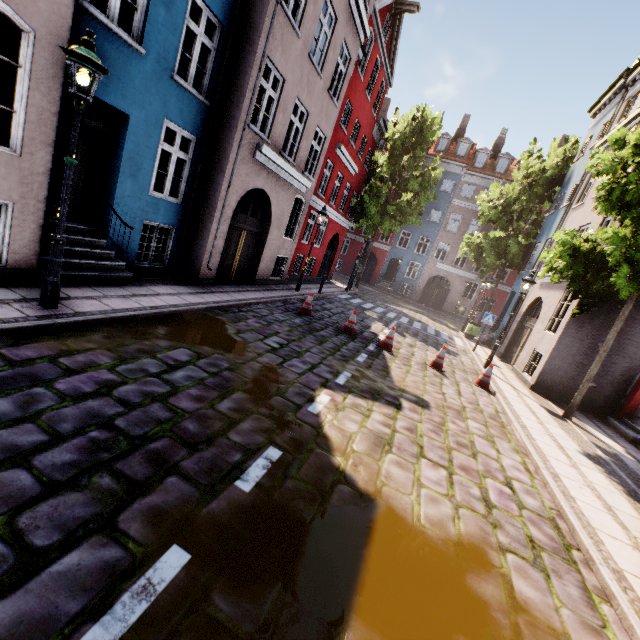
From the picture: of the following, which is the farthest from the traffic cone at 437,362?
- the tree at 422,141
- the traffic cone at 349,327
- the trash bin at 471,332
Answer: the tree at 422,141

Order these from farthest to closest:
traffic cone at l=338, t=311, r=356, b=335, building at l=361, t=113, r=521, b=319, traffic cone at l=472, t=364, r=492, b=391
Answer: building at l=361, t=113, r=521, b=319, traffic cone at l=338, t=311, r=356, b=335, traffic cone at l=472, t=364, r=492, b=391

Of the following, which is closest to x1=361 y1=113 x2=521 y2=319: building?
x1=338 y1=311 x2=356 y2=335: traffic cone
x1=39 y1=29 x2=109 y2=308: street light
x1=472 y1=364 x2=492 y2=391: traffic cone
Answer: x1=39 y1=29 x2=109 y2=308: street light

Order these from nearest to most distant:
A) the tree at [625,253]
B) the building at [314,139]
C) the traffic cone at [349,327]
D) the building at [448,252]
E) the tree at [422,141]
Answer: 1. the building at [314,139]
2. the tree at [625,253]
3. the traffic cone at [349,327]
4. the tree at [422,141]
5. the building at [448,252]

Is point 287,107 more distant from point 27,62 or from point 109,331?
point 109,331

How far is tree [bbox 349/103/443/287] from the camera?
21.6m

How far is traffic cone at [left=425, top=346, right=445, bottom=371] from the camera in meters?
10.0 m

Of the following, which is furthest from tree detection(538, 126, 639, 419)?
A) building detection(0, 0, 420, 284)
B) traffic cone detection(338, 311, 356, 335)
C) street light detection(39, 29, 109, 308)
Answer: street light detection(39, 29, 109, 308)
